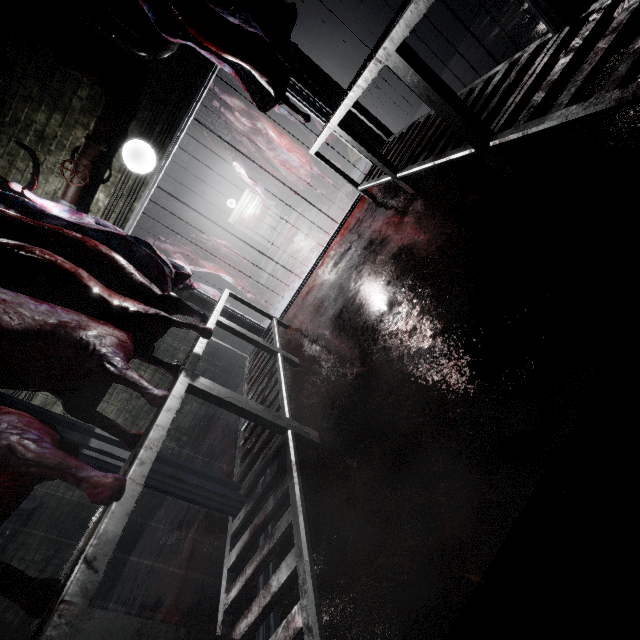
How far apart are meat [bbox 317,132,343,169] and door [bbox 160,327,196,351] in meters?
1.9 m

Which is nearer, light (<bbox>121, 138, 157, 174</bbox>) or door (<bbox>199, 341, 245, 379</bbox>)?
light (<bbox>121, 138, 157, 174</bbox>)

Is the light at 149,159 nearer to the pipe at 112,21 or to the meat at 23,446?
the pipe at 112,21

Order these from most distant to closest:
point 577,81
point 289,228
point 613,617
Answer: point 289,228, point 577,81, point 613,617

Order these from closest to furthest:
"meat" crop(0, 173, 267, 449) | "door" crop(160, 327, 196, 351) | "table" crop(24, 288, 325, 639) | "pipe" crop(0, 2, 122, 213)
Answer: "table" crop(24, 288, 325, 639), "meat" crop(0, 173, 267, 449), "pipe" crop(0, 2, 122, 213), "door" crop(160, 327, 196, 351)

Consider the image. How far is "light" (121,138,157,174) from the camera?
3.2m

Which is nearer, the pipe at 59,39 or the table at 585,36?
the table at 585,36

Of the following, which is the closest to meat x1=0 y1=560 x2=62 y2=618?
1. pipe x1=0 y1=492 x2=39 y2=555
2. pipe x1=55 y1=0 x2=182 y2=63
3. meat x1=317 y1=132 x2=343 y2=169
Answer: pipe x1=55 y1=0 x2=182 y2=63
